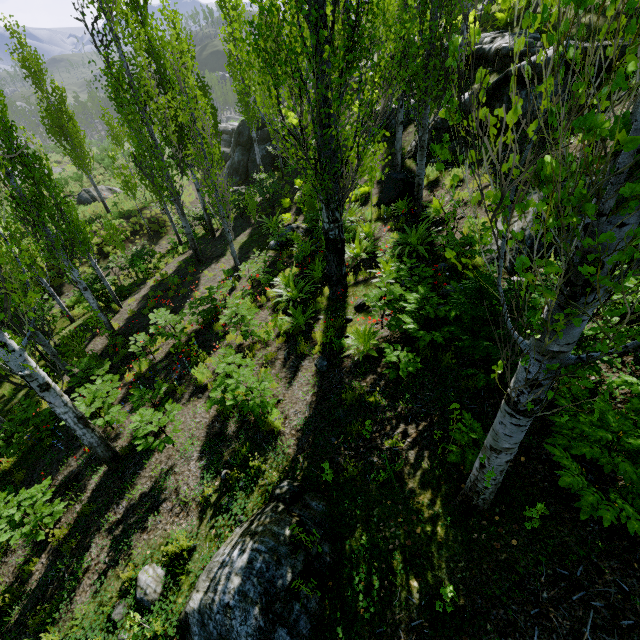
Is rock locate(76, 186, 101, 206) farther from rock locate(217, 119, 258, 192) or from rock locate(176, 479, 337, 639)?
rock locate(176, 479, 337, 639)

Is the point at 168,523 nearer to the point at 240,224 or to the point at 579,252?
the point at 579,252

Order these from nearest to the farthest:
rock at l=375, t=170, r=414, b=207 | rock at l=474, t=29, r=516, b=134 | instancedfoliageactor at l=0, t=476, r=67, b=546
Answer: instancedfoliageactor at l=0, t=476, r=67, b=546
rock at l=474, t=29, r=516, b=134
rock at l=375, t=170, r=414, b=207

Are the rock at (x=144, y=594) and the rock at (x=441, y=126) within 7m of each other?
no

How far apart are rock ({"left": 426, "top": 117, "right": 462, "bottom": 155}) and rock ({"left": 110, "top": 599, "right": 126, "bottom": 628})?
14.3m

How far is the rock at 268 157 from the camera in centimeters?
2583cm

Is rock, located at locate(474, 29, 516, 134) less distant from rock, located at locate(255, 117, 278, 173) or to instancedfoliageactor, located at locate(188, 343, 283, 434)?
instancedfoliageactor, located at locate(188, 343, 283, 434)

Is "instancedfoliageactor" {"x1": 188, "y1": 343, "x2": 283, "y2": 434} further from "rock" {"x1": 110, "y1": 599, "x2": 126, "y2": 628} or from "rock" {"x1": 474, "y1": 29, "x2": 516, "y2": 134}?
"rock" {"x1": 110, "y1": 599, "x2": 126, "y2": 628}
